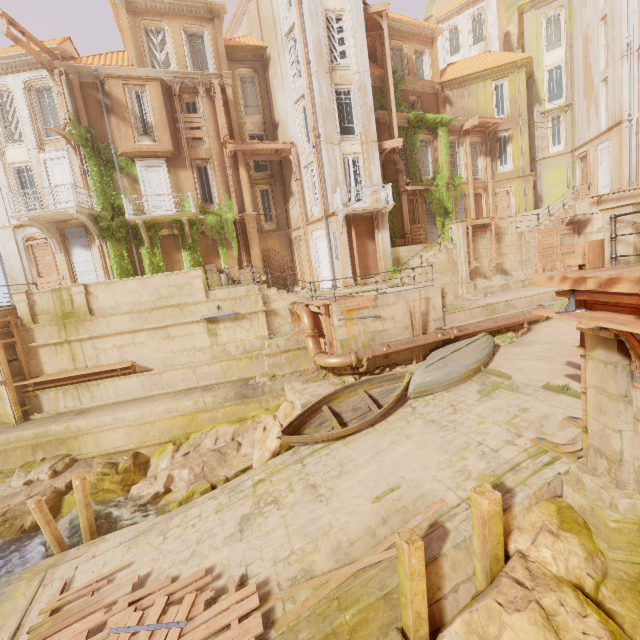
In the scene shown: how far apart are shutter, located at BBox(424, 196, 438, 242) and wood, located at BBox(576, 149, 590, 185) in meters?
12.2

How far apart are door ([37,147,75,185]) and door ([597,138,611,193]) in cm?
3460

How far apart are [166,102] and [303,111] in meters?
8.2 m

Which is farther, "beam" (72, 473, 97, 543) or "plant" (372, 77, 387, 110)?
"plant" (372, 77, 387, 110)

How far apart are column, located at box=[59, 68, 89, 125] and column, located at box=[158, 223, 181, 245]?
5.82m

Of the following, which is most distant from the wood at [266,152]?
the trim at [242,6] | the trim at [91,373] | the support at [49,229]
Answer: the trim at [91,373]

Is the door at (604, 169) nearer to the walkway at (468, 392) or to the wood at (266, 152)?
the walkway at (468, 392)

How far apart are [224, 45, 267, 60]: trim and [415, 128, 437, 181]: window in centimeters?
1172cm
